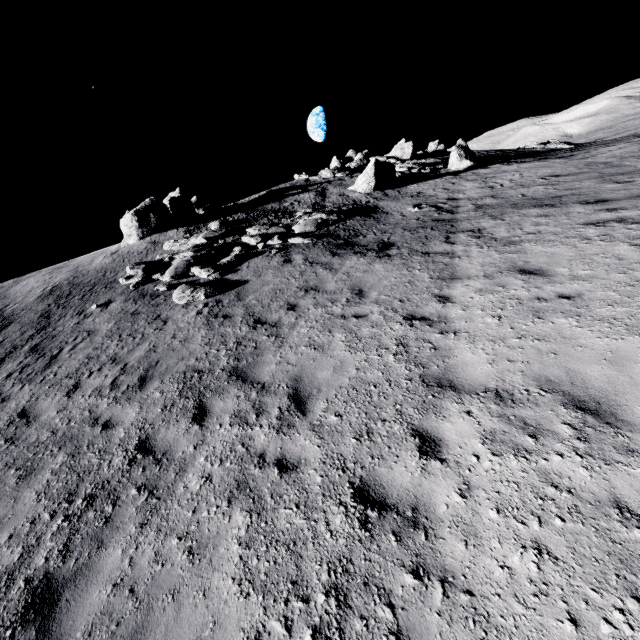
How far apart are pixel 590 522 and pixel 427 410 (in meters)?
2.08

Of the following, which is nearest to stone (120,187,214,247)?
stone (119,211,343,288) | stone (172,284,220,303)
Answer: stone (119,211,343,288)

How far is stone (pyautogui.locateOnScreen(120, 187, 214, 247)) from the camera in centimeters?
1981cm

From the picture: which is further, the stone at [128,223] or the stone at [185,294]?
the stone at [128,223]

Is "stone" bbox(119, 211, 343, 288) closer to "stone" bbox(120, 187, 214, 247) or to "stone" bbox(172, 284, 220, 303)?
"stone" bbox(172, 284, 220, 303)

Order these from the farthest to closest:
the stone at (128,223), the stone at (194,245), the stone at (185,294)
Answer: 1. the stone at (128,223)
2. the stone at (194,245)
3. the stone at (185,294)
